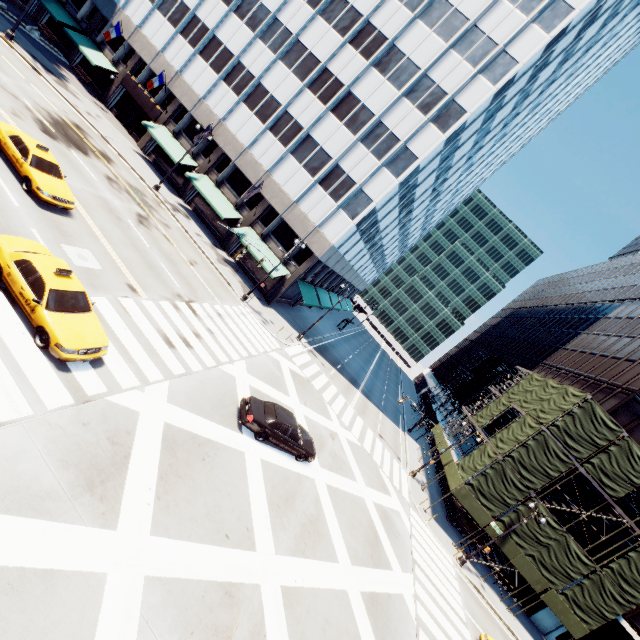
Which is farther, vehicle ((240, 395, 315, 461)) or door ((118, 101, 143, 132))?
door ((118, 101, 143, 132))

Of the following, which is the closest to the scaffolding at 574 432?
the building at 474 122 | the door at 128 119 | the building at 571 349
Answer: the building at 571 349

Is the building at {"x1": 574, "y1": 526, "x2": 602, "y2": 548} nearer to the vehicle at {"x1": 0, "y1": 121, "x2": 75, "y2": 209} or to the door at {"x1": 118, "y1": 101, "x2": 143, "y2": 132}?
the vehicle at {"x1": 0, "y1": 121, "x2": 75, "y2": 209}

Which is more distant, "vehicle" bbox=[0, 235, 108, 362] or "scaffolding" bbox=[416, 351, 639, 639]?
"scaffolding" bbox=[416, 351, 639, 639]

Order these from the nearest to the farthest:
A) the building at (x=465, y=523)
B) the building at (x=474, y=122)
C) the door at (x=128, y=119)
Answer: the building at (x=474, y=122)
the building at (x=465, y=523)
the door at (x=128, y=119)

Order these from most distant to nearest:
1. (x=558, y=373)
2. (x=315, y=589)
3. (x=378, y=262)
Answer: (x=378, y=262), (x=558, y=373), (x=315, y=589)

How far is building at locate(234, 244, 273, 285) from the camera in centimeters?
3105cm

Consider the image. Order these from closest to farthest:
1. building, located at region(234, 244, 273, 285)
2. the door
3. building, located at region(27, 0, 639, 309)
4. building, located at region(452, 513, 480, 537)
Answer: building, located at region(27, 0, 639, 309) → building, located at region(452, 513, 480, 537) → building, located at region(234, 244, 273, 285) → the door
